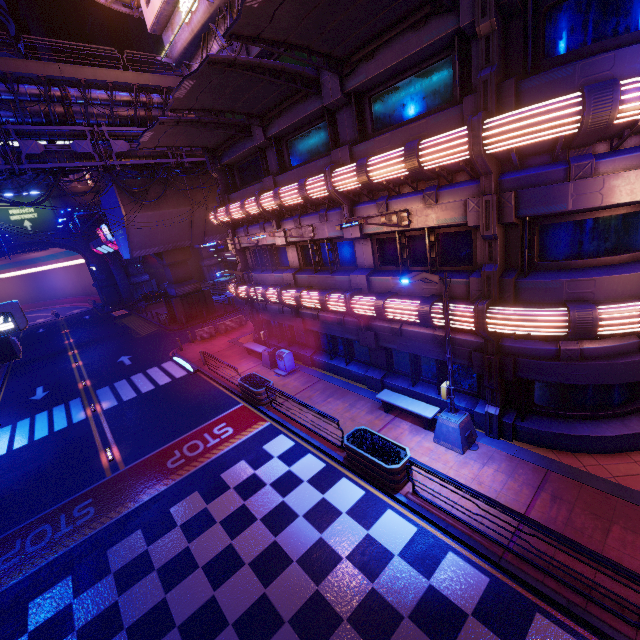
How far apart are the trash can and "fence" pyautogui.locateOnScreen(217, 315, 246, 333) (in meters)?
10.47

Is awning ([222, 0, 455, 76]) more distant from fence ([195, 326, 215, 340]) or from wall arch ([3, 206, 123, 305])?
wall arch ([3, 206, 123, 305])

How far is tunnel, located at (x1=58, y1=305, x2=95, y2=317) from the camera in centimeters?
5375cm

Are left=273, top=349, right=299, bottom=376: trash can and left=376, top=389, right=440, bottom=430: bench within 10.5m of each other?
yes

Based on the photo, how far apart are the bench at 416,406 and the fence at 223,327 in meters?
17.9

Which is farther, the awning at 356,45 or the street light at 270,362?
the street light at 270,362

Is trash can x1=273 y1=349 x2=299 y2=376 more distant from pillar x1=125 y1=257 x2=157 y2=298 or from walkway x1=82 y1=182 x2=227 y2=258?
pillar x1=125 y1=257 x2=157 y2=298

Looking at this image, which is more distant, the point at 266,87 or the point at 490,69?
the point at 266,87
